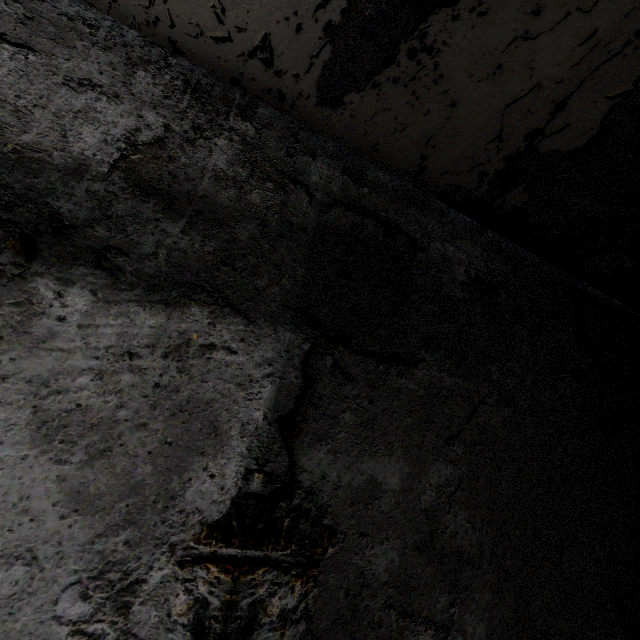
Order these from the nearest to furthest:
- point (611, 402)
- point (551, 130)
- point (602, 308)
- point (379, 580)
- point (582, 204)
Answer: point (379, 580) → point (551, 130) → point (582, 204) → point (611, 402) → point (602, 308)
